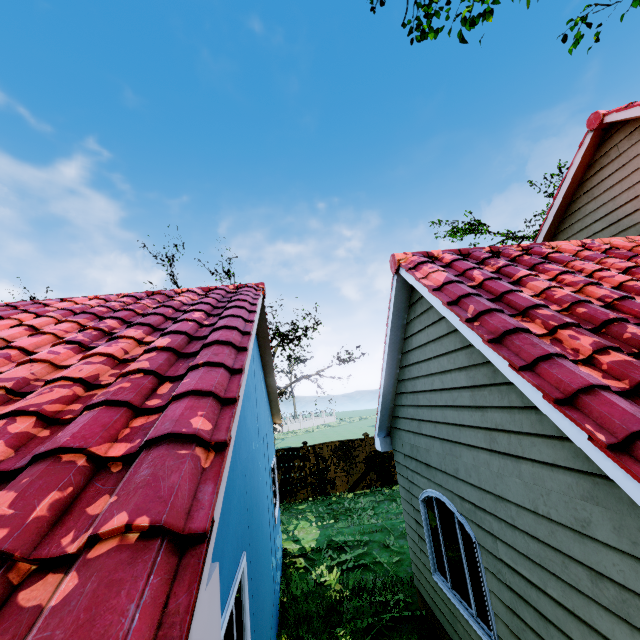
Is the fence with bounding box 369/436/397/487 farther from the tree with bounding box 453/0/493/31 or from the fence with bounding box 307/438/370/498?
the tree with bounding box 453/0/493/31

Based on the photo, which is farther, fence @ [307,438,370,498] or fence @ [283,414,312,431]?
fence @ [283,414,312,431]

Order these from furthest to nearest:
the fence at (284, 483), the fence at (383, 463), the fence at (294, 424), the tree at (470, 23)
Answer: the fence at (294, 424) → the fence at (383, 463) → the fence at (284, 483) → the tree at (470, 23)

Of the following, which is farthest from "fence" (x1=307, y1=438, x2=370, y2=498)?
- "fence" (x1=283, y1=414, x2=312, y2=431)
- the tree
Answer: the tree

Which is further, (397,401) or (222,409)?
(397,401)

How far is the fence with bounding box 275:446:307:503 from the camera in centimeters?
1499cm

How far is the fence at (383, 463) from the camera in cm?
1550
